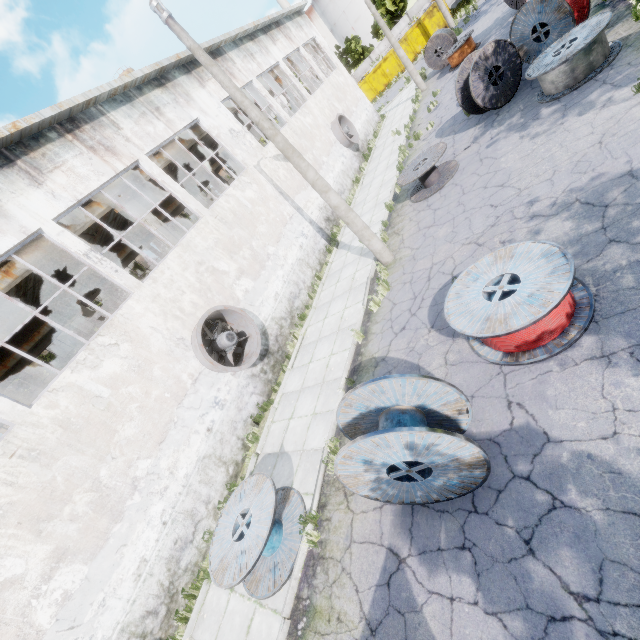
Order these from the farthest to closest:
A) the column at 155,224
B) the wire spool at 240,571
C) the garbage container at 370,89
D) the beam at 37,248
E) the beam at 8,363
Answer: the garbage container at 370,89, the beam at 8,363, the column at 155,224, the beam at 37,248, the wire spool at 240,571

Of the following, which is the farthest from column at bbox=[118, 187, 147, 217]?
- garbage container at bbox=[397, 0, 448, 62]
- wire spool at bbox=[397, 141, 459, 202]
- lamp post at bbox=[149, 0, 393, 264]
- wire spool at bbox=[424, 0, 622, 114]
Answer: garbage container at bbox=[397, 0, 448, 62]

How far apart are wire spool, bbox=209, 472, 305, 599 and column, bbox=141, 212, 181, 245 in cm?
946

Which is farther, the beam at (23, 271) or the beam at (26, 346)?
the beam at (26, 346)

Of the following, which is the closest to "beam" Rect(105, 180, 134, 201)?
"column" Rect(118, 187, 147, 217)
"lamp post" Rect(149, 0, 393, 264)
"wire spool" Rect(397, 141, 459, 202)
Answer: "column" Rect(118, 187, 147, 217)

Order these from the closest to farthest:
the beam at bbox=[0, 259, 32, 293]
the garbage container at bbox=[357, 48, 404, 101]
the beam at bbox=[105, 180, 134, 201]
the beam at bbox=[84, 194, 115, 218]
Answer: the beam at bbox=[0, 259, 32, 293]
the beam at bbox=[84, 194, 115, 218]
the beam at bbox=[105, 180, 134, 201]
the garbage container at bbox=[357, 48, 404, 101]

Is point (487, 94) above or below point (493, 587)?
above

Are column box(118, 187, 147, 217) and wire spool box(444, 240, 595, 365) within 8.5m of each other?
no
